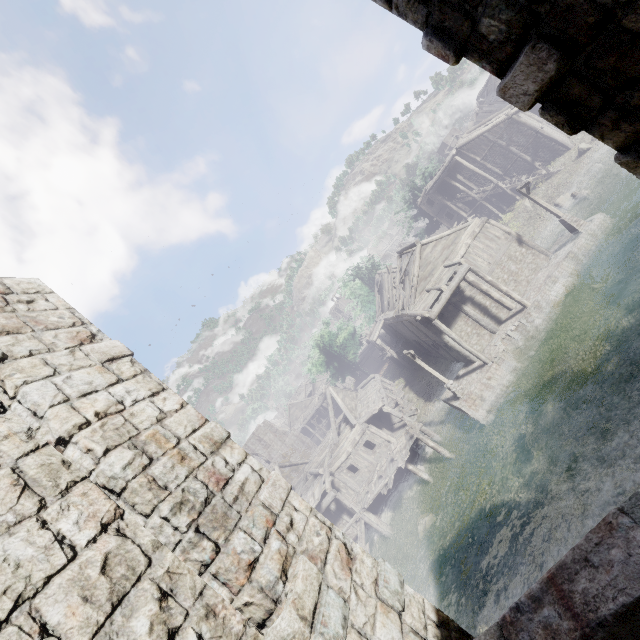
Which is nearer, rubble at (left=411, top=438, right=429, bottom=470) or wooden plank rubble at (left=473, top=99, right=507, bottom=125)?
rubble at (left=411, top=438, right=429, bottom=470)

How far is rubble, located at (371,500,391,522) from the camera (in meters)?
23.73

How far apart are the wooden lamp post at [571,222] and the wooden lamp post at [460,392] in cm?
1305

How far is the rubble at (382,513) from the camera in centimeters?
2373cm

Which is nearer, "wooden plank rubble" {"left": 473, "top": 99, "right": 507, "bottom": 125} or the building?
the building

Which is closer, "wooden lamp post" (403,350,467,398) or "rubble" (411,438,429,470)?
"wooden lamp post" (403,350,467,398)

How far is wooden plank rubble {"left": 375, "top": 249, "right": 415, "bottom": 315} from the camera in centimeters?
2445cm

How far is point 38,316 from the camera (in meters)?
3.71
